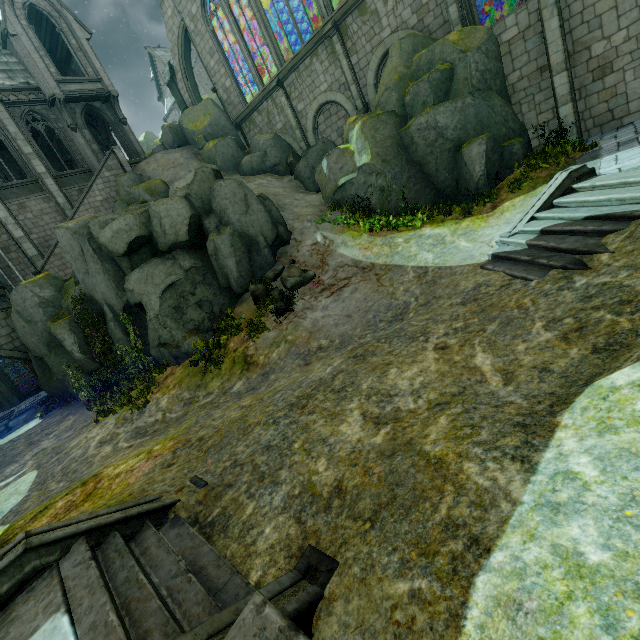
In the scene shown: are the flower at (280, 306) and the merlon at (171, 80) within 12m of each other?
no

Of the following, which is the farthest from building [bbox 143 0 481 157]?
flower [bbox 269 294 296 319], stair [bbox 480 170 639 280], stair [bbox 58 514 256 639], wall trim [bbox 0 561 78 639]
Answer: stair [bbox 58 514 256 639]

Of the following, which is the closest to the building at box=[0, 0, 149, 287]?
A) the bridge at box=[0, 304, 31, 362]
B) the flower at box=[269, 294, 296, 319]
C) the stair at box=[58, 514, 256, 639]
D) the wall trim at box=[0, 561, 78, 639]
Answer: the bridge at box=[0, 304, 31, 362]

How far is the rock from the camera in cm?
1298

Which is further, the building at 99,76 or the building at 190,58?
the building at 99,76

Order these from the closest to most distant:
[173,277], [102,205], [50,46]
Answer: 1. [173,277]
2. [102,205]
3. [50,46]

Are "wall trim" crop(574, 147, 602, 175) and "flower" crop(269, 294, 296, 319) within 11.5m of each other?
yes

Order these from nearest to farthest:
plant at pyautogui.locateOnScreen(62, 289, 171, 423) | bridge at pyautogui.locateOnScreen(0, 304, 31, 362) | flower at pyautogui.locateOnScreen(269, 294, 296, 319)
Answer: flower at pyautogui.locateOnScreen(269, 294, 296, 319), plant at pyautogui.locateOnScreen(62, 289, 171, 423), bridge at pyautogui.locateOnScreen(0, 304, 31, 362)
